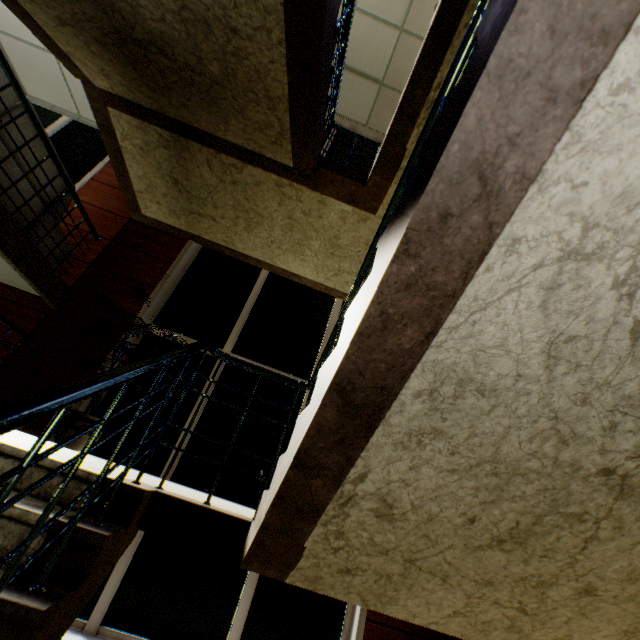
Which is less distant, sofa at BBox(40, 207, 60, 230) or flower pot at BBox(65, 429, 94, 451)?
flower pot at BBox(65, 429, 94, 451)

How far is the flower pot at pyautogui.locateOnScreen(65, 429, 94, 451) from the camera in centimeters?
317cm

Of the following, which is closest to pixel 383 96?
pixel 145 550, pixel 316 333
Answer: pixel 316 333

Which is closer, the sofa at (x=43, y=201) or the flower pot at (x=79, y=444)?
the flower pot at (x=79, y=444)

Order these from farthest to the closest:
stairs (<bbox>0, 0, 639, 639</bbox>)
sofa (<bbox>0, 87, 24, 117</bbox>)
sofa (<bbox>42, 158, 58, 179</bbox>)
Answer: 1. sofa (<bbox>42, 158, 58, 179</bbox>)
2. sofa (<bbox>0, 87, 24, 117</bbox>)
3. stairs (<bbox>0, 0, 639, 639</bbox>)

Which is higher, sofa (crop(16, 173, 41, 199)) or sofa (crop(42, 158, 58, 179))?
sofa (crop(42, 158, 58, 179))

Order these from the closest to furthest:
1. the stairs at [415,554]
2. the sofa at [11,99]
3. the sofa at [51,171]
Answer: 1. the stairs at [415,554]
2. the sofa at [11,99]
3. the sofa at [51,171]

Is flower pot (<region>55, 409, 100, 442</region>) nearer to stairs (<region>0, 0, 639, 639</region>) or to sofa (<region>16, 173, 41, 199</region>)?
stairs (<region>0, 0, 639, 639</region>)
